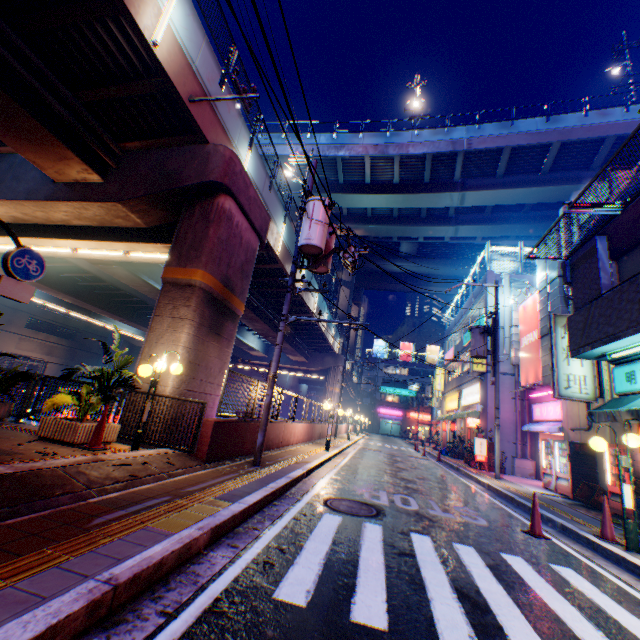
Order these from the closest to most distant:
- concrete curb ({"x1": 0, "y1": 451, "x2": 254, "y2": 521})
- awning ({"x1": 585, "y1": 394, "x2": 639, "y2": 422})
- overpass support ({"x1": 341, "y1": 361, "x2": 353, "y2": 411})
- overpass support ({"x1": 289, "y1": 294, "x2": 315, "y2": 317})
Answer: concrete curb ({"x1": 0, "y1": 451, "x2": 254, "y2": 521})
awning ({"x1": 585, "y1": 394, "x2": 639, "y2": 422})
overpass support ({"x1": 289, "y1": 294, "x2": 315, "y2": 317})
overpass support ({"x1": 341, "y1": 361, "x2": 353, "y2": 411})

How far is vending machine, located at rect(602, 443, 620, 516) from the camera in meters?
9.6 m

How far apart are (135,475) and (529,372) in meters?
19.2 m

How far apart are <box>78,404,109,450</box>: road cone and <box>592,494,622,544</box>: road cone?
10.0 meters

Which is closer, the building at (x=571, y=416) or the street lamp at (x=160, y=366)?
the street lamp at (x=160, y=366)

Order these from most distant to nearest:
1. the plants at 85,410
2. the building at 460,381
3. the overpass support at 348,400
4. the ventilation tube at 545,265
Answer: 1. the overpass support at 348,400
2. the building at 460,381
3. the ventilation tube at 545,265
4. the plants at 85,410

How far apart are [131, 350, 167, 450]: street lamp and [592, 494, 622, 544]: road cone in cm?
959

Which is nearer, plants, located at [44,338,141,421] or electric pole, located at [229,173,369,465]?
plants, located at [44,338,141,421]
